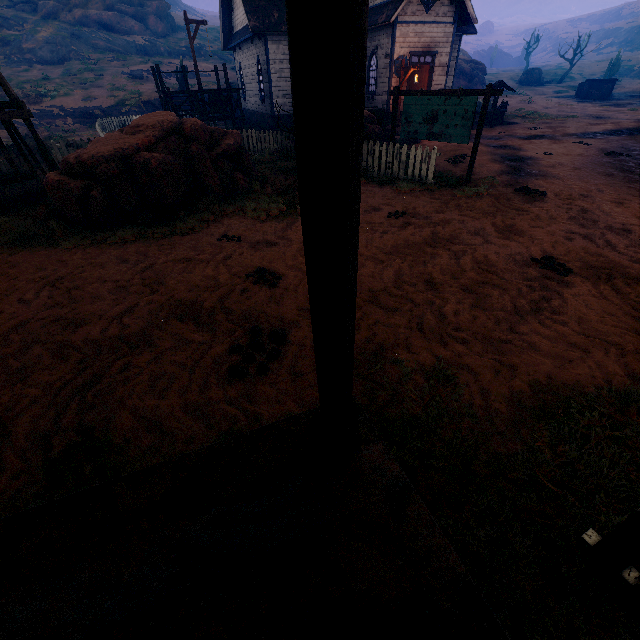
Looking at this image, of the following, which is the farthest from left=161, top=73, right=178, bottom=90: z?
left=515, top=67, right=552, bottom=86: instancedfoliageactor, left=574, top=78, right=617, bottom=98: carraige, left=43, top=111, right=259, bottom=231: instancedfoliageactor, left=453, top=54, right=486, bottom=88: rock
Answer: left=515, top=67, right=552, bottom=86: instancedfoliageactor

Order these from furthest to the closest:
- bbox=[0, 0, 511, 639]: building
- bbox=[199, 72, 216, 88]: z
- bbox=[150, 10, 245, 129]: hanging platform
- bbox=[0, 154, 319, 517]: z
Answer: bbox=[199, 72, 216, 88]: z → bbox=[150, 10, 245, 129]: hanging platform → bbox=[0, 154, 319, 517]: z → bbox=[0, 0, 511, 639]: building

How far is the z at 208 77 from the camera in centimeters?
3280cm

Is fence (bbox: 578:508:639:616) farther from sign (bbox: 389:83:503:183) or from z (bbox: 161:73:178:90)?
sign (bbox: 389:83:503:183)

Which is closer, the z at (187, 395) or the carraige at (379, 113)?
the z at (187, 395)

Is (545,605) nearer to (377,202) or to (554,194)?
(377,202)

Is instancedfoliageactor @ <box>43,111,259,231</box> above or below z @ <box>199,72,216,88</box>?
below

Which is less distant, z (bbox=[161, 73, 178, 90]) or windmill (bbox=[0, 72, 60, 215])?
windmill (bbox=[0, 72, 60, 215])
